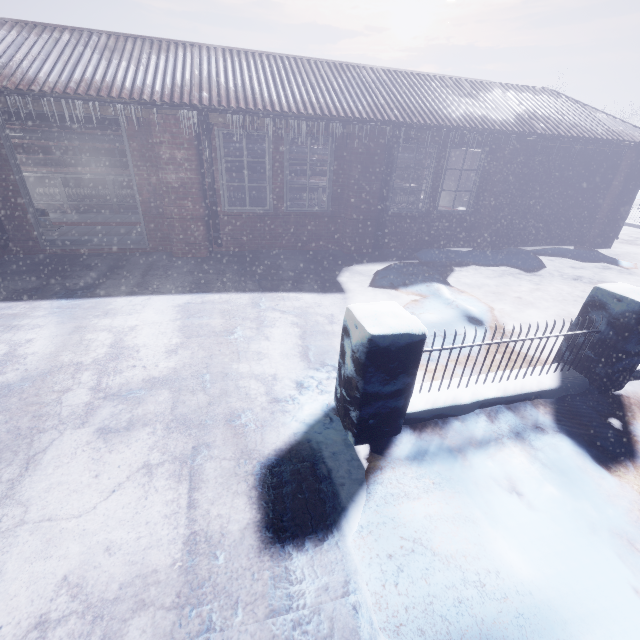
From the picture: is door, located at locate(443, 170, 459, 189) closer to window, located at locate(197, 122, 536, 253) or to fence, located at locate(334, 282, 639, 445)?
window, located at locate(197, 122, 536, 253)

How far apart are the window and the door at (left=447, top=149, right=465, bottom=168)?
6.3 meters

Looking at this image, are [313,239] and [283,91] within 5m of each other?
yes

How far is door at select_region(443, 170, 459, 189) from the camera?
12.88m

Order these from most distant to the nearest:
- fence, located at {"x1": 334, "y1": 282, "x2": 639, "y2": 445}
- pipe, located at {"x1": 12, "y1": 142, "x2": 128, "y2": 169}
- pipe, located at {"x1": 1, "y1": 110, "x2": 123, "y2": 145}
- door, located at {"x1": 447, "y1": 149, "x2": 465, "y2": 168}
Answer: door, located at {"x1": 447, "y1": 149, "x2": 465, "y2": 168} → pipe, located at {"x1": 12, "y1": 142, "x2": 128, "y2": 169} → pipe, located at {"x1": 1, "y1": 110, "x2": 123, "y2": 145} → fence, located at {"x1": 334, "y1": 282, "x2": 639, "y2": 445}

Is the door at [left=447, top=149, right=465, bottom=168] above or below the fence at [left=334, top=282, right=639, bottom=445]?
above

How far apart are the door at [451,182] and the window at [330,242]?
6.32m

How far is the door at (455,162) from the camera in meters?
12.5 m
